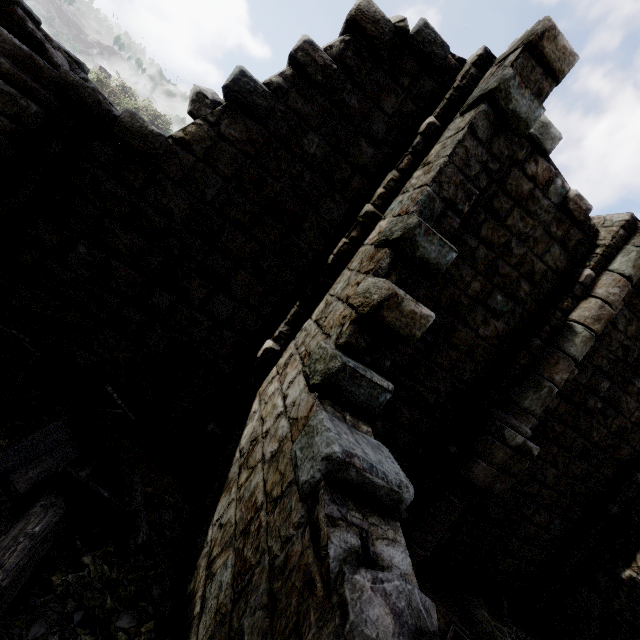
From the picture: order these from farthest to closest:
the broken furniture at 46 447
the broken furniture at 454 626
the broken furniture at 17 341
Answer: the broken furniture at 454 626
the broken furniture at 17 341
the broken furniture at 46 447

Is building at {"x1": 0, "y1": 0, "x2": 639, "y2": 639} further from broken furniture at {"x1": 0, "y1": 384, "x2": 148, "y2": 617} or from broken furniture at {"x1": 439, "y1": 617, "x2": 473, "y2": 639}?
broken furniture at {"x1": 439, "y1": 617, "x2": 473, "y2": 639}

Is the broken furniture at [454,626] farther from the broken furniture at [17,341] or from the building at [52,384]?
the broken furniture at [17,341]

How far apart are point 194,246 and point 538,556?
10.5 meters

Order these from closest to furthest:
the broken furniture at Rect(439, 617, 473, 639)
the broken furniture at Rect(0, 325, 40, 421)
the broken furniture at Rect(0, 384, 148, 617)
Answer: the broken furniture at Rect(0, 384, 148, 617) < the broken furniture at Rect(0, 325, 40, 421) < the broken furniture at Rect(439, 617, 473, 639)

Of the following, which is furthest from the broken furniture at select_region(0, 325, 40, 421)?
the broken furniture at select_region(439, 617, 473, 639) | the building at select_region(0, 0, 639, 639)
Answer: the broken furniture at select_region(439, 617, 473, 639)
